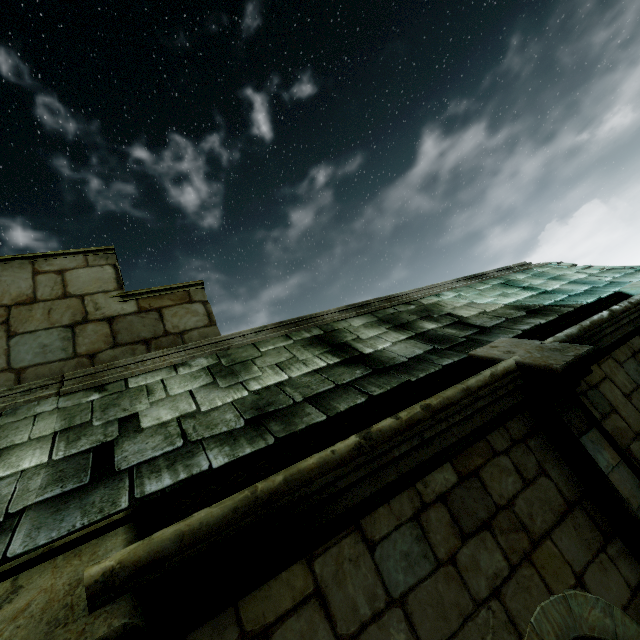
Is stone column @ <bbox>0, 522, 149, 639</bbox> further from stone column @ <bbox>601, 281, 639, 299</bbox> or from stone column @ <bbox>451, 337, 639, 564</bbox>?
stone column @ <bbox>601, 281, 639, 299</bbox>

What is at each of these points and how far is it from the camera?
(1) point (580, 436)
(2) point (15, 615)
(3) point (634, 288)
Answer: (1) stone column, 2.7m
(2) stone column, 1.3m
(3) stone column, 4.9m

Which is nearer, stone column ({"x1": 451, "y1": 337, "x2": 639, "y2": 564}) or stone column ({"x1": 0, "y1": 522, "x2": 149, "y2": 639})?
stone column ({"x1": 0, "y1": 522, "x2": 149, "y2": 639})

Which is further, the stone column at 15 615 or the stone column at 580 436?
the stone column at 580 436

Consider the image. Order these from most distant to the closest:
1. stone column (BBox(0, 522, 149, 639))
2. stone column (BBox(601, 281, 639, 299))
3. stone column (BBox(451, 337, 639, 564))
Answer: stone column (BBox(601, 281, 639, 299))
stone column (BBox(451, 337, 639, 564))
stone column (BBox(0, 522, 149, 639))

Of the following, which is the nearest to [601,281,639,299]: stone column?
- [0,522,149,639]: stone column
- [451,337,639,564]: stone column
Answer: [451,337,639,564]: stone column

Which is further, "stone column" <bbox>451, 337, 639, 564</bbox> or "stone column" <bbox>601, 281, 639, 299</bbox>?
"stone column" <bbox>601, 281, 639, 299</bbox>

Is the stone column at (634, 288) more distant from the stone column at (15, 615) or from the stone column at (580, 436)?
the stone column at (15, 615)
